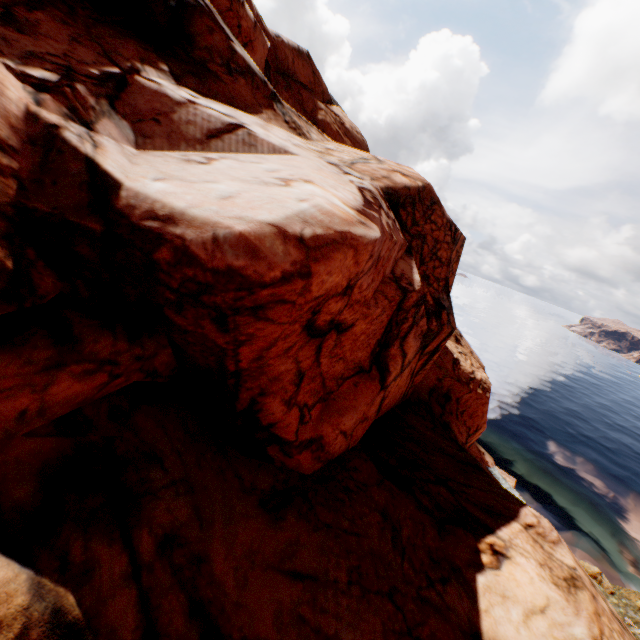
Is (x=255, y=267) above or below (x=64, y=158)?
below
